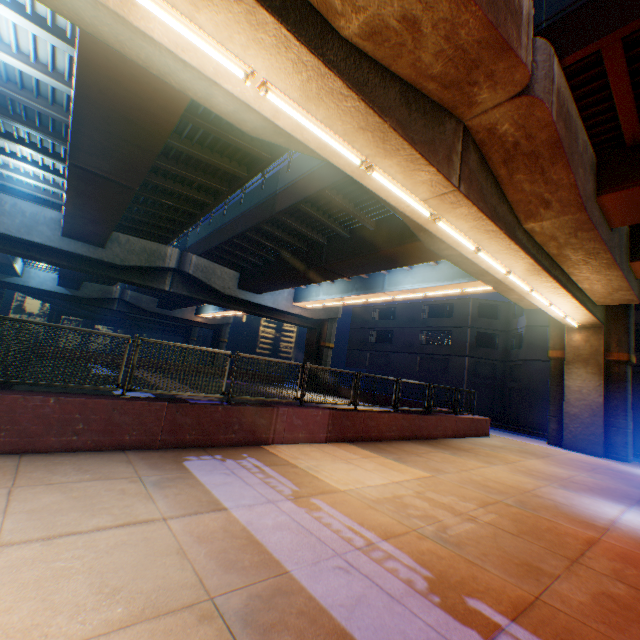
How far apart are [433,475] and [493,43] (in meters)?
8.35

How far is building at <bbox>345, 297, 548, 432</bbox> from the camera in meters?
27.3 m

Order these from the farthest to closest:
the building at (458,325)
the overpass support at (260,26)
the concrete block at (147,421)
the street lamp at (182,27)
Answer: the building at (458,325) < the concrete block at (147,421) < the overpass support at (260,26) < the street lamp at (182,27)

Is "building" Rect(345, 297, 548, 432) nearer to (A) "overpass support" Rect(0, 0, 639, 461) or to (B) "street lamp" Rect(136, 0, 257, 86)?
(A) "overpass support" Rect(0, 0, 639, 461)

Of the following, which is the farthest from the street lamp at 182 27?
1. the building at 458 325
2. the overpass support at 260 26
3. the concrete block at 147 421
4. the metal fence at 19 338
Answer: the building at 458 325

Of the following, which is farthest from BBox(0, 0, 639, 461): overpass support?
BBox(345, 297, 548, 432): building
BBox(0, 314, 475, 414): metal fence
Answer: BBox(345, 297, 548, 432): building

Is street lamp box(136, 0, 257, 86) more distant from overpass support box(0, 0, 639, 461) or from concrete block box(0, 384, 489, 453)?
concrete block box(0, 384, 489, 453)

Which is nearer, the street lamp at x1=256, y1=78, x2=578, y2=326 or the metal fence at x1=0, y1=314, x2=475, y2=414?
the street lamp at x1=256, y1=78, x2=578, y2=326
